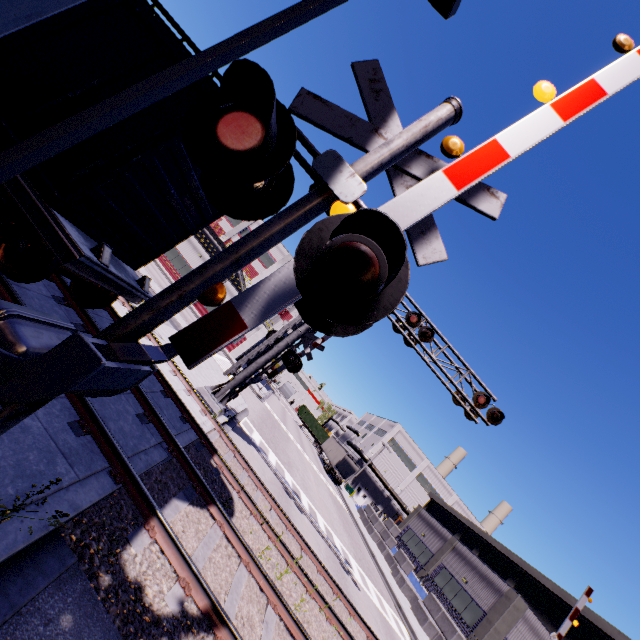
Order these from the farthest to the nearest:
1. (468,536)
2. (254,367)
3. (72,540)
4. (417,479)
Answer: (417,479) → (468,536) → (254,367) → (72,540)

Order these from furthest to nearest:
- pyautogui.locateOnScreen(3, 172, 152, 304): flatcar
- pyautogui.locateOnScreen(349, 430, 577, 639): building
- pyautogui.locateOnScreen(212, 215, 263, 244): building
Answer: pyautogui.locateOnScreen(212, 215, 263, 244): building → pyautogui.locateOnScreen(349, 430, 577, 639): building → pyautogui.locateOnScreen(3, 172, 152, 304): flatcar

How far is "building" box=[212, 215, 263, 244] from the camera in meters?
47.1 m

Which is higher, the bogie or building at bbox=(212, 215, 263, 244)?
building at bbox=(212, 215, 263, 244)

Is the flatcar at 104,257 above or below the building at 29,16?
below

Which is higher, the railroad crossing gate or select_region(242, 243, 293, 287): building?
select_region(242, 243, 293, 287): building

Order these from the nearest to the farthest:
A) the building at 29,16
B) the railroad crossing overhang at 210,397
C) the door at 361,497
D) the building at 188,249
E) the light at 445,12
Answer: the building at 29,16
the light at 445,12
the railroad crossing overhang at 210,397
the building at 188,249
the door at 361,497

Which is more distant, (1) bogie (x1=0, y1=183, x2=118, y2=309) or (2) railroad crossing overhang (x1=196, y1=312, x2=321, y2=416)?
(2) railroad crossing overhang (x1=196, y1=312, x2=321, y2=416)
